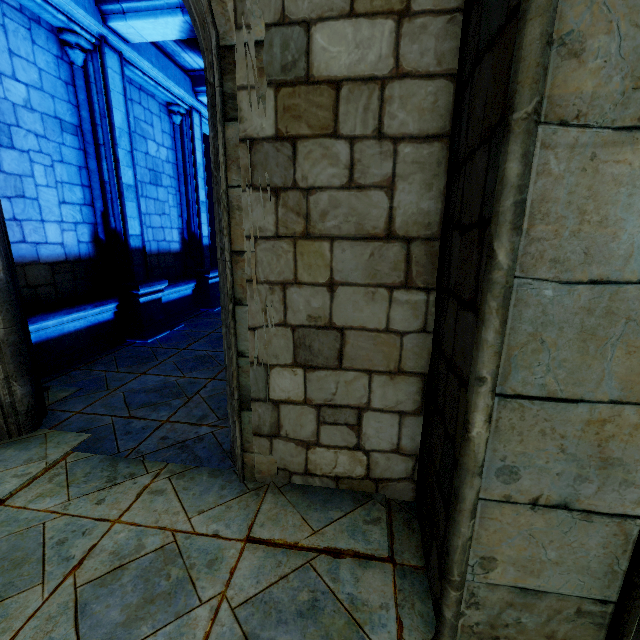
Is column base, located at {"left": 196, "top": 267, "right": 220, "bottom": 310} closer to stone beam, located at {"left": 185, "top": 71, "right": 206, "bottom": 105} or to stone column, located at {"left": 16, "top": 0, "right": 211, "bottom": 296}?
stone column, located at {"left": 16, "top": 0, "right": 211, "bottom": 296}

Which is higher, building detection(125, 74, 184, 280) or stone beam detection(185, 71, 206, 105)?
stone beam detection(185, 71, 206, 105)

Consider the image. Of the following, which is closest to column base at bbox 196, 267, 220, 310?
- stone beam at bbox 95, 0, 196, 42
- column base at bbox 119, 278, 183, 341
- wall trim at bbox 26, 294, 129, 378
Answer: column base at bbox 119, 278, 183, 341

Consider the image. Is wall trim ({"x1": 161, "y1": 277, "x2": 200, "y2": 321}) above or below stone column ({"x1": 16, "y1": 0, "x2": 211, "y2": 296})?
below

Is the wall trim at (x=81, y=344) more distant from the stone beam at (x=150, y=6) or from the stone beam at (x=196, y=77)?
the stone beam at (x=196, y=77)

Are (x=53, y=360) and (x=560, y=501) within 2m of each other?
no

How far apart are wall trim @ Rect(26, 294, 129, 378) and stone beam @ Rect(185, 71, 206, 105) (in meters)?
5.85

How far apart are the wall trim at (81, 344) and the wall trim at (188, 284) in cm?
72
